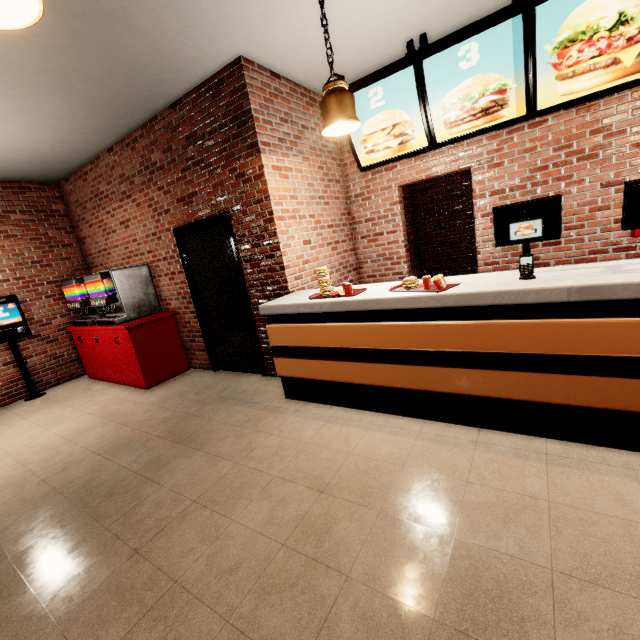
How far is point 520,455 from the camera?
2.1m
